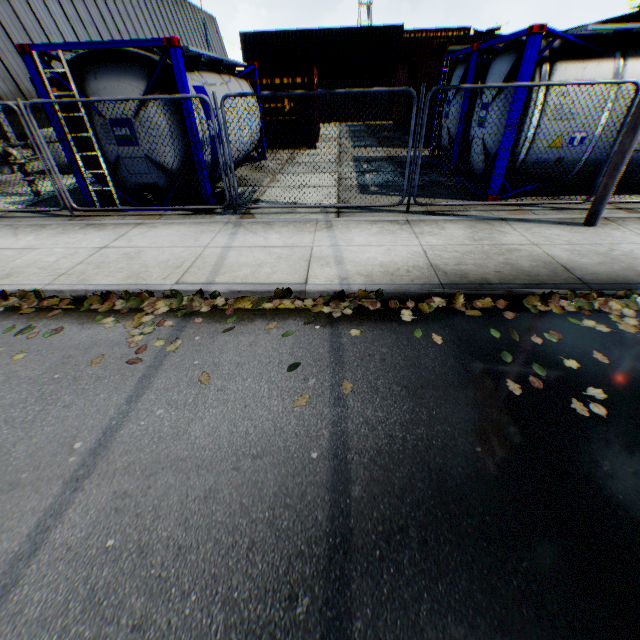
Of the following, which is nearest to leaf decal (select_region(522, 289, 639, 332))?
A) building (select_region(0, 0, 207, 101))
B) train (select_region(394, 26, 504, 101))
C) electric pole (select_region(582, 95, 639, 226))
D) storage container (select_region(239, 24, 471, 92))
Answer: electric pole (select_region(582, 95, 639, 226))

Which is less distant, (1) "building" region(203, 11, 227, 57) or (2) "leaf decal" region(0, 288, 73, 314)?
(2) "leaf decal" region(0, 288, 73, 314)

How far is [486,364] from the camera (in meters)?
3.33

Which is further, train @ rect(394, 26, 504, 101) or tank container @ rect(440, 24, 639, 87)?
train @ rect(394, 26, 504, 101)

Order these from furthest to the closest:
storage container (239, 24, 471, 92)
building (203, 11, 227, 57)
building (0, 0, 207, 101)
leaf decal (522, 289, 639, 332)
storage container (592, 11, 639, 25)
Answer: building (203, 11, 227, 57) < storage container (592, 11, 639, 25) < building (0, 0, 207, 101) < storage container (239, 24, 471, 92) < leaf decal (522, 289, 639, 332)

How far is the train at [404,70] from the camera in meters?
12.0

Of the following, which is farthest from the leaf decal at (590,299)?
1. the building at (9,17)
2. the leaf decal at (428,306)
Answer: the building at (9,17)

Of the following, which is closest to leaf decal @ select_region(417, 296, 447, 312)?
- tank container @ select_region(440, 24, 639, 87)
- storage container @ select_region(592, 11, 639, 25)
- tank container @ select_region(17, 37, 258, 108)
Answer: tank container @ select_region(440, 24, 639, 87)
